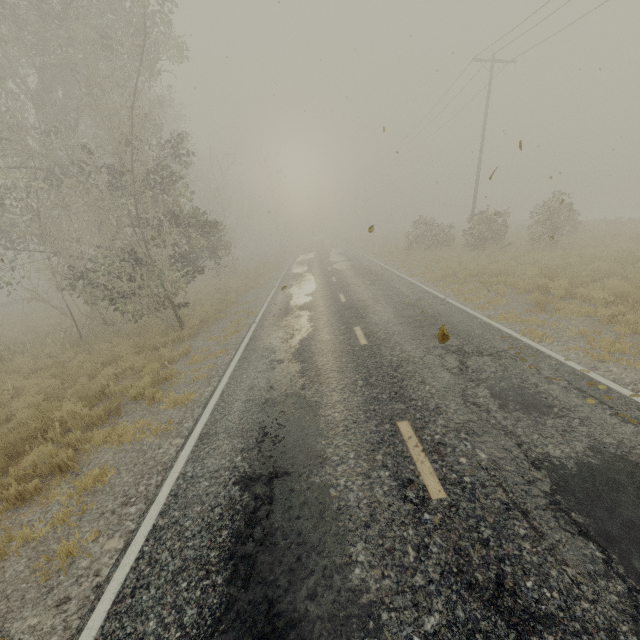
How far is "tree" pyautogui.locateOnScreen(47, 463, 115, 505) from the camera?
4.9m

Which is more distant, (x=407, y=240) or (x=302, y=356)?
(x=407, y=240)

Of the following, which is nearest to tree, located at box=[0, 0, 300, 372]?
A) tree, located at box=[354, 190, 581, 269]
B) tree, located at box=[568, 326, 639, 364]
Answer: tree, located at box=[568, 326, 639, 364]

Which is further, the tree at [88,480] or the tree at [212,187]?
the tree at [212,187]

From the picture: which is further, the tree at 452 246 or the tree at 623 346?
the tree at 452 246

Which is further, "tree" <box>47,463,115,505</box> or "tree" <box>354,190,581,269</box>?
"tree" <box>354,190,581,269</box>

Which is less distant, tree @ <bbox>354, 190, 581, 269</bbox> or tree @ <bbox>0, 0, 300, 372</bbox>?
tree @ <bbox>0, 0, 300, 372</bbox>

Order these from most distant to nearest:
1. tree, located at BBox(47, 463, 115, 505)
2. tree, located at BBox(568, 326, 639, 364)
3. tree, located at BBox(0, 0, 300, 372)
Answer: tree, located at BBox(0, 0, 300, 372), tree, located at BBox(568, 326, 639, 364), tree, located at BBox(47, 463, 115, 505)
